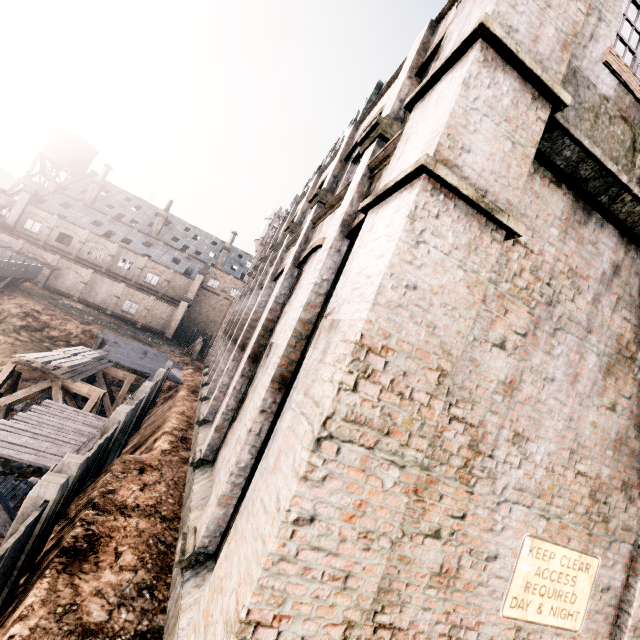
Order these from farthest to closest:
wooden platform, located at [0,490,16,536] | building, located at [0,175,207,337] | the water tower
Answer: the water tower < building, located at [0,175,207,337] < wooden platform, located at [0,490,16,536]

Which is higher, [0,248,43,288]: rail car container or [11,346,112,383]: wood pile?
[0,248,43,288]: rail car container

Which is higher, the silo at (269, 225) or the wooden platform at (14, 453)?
the silo at (269, 225)

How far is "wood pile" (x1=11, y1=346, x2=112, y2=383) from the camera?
16.48m

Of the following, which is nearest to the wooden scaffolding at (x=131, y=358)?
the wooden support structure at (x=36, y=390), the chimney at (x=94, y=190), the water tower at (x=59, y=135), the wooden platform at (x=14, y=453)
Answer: the wooden platform at (x=14, y=453)

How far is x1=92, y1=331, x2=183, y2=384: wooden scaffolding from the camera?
25.8 meters

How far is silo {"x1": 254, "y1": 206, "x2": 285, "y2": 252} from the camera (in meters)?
41.00

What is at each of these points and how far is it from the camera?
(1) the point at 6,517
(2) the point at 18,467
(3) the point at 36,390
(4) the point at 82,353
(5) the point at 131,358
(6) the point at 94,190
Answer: (1) wooden platform, 9.15m
(2) stone debris, 15.32m
(3) wooden support structure, 16.97m
(4) wood pile, 20.91m
(5) wooden scaffolding, 28.16m
(6) chimney, 55.50m
